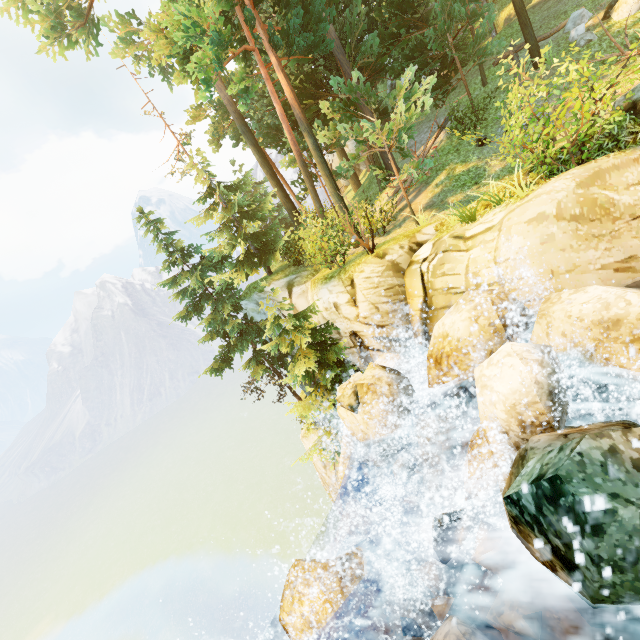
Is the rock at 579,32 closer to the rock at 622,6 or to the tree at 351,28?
the rock at 622,6

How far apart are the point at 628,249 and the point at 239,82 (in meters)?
14.64

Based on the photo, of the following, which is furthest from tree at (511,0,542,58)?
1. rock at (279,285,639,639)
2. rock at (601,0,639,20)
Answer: rock at (279,285,639,639)

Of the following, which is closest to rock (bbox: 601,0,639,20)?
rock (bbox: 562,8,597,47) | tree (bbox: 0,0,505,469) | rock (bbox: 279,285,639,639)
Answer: rock (bbox: 562,8,597,47)

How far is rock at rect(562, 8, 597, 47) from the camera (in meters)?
13.50

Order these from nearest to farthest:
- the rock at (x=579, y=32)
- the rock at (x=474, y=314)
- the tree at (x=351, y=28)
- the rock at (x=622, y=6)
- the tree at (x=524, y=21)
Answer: the rock at (x=474, y=314)
the tree at (x=351, y=28)
the rock at (x=622, y=6)
the rock at (x=579, y=32)
the tree at (x=524, y=21)

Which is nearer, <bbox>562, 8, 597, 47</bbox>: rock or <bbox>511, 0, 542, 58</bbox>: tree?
<bbox>562, 8, 597, 47</bbox>: rock
